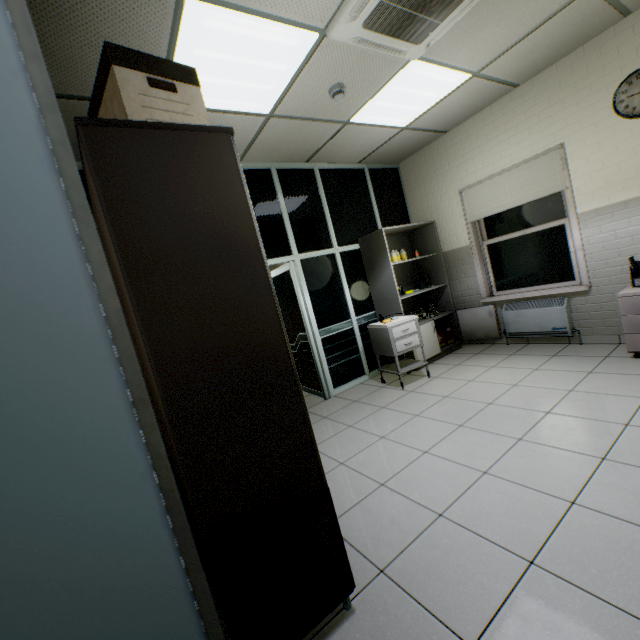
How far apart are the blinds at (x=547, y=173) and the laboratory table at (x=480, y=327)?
1.31m

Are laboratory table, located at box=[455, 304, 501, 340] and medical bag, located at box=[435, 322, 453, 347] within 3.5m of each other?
yes

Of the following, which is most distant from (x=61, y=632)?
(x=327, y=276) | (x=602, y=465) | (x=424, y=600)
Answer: (x=327, y=276)

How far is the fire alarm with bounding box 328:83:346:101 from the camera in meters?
3.0

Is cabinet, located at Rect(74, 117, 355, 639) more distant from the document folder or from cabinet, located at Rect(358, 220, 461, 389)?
the document folder

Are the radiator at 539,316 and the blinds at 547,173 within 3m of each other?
yes

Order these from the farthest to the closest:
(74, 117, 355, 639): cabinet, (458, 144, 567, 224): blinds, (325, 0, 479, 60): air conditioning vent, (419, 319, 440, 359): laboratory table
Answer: (419, 319, 440, 359): laboratory table
(458, 144, 567, 224): blinds
(325, 0, 479, 60): air conditioning vent
(74, 117, 355, 639): cabinet

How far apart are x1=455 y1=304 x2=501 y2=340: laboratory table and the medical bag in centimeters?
18cm
